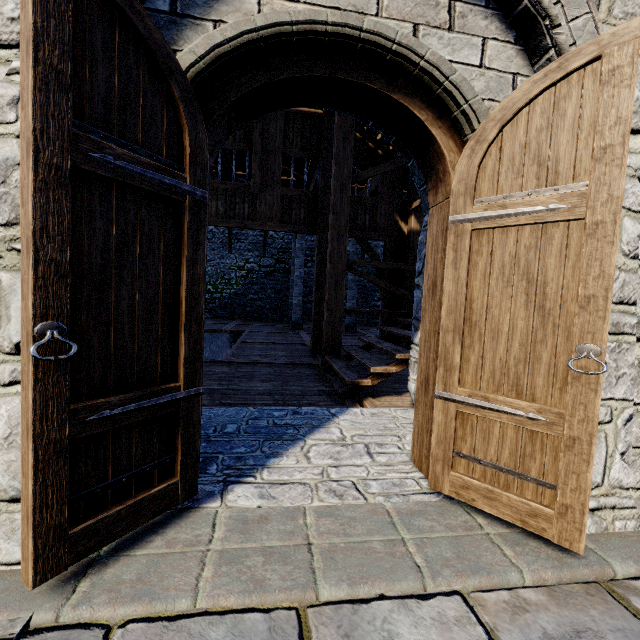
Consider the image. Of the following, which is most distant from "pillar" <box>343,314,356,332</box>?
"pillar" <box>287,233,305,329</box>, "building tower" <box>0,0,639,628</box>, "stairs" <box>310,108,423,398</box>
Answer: "stairs" <box>310,108,423,398</box>

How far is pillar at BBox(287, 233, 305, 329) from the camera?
13.9m

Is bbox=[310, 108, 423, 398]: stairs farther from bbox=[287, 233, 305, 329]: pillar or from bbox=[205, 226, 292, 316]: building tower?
bbox=[287, 233, 305, 329]: pillar

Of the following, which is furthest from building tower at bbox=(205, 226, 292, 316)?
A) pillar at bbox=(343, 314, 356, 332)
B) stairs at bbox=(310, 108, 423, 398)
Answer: pillar at bbox=(343, 314, 356, 332)

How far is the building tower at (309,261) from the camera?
19.8m

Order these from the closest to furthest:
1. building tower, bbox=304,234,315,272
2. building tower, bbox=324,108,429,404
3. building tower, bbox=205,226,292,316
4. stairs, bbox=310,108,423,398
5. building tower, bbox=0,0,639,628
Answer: building tower, bbox=0,0,639,628 → building tower, bbox=324,108,429,404 → stairs, bbox=310,108,423,398 → building tower, bbox=205,226,292,316 → building tower, bbox=304,234,315,272

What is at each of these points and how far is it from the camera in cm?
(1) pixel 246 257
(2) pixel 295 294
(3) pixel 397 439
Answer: (1) building tower, 1928
(2) pillar, 1401
(3) building tower, 317

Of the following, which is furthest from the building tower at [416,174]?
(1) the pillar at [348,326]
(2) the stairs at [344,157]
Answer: (1) the pillar at [348,326]
